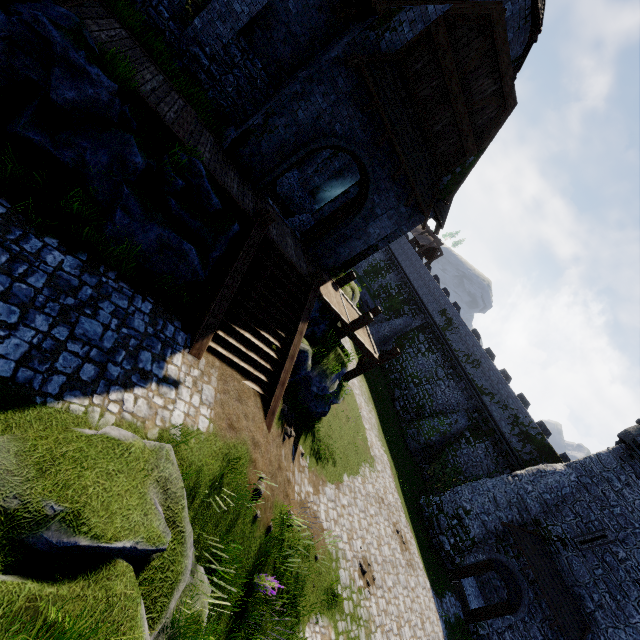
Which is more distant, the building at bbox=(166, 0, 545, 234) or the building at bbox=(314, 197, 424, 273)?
the building at bbox=(314, 197, 424, 273)

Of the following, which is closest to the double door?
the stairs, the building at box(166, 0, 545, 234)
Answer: the building at box(166, 0, 545, 234)

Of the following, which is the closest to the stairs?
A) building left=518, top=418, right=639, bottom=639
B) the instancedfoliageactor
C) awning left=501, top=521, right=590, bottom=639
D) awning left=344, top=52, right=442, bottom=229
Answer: the instancedfoliageactor

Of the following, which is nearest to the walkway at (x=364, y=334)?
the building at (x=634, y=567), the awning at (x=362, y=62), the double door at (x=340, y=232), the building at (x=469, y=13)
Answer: the building at (x=469, y=13)

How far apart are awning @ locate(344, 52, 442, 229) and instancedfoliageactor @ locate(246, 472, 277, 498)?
10.2 meters

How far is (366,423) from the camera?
21.91m

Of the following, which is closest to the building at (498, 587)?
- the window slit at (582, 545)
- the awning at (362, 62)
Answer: the window slit at (582, 545)

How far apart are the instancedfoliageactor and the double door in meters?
8.5 m
